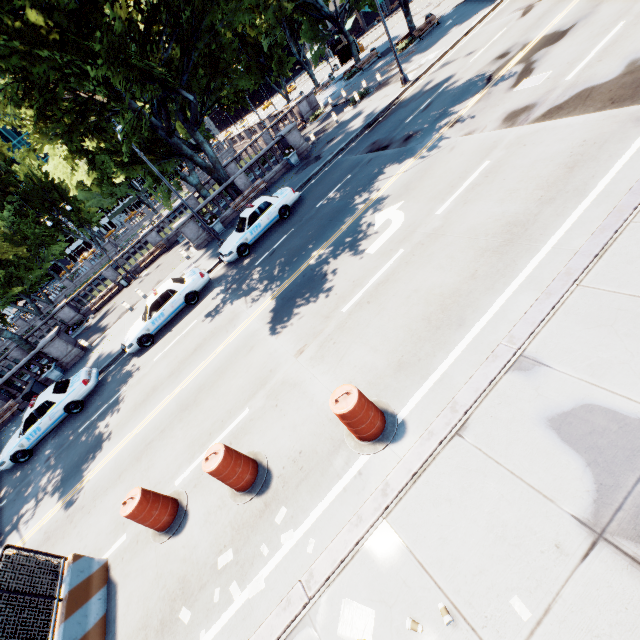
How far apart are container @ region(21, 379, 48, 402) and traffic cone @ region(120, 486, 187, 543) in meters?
17.1

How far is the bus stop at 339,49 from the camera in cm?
4912

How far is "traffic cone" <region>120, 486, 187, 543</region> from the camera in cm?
677

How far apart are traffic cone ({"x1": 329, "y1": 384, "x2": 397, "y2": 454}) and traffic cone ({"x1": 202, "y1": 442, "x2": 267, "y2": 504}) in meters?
1.8 m

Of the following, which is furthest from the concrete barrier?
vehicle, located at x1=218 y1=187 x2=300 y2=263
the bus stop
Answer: the bus stop

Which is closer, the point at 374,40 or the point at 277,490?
the point at 277,490

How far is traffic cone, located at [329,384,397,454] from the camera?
5.4m

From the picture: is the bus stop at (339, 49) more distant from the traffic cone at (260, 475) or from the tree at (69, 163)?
the traffic cone at (260, 475)
